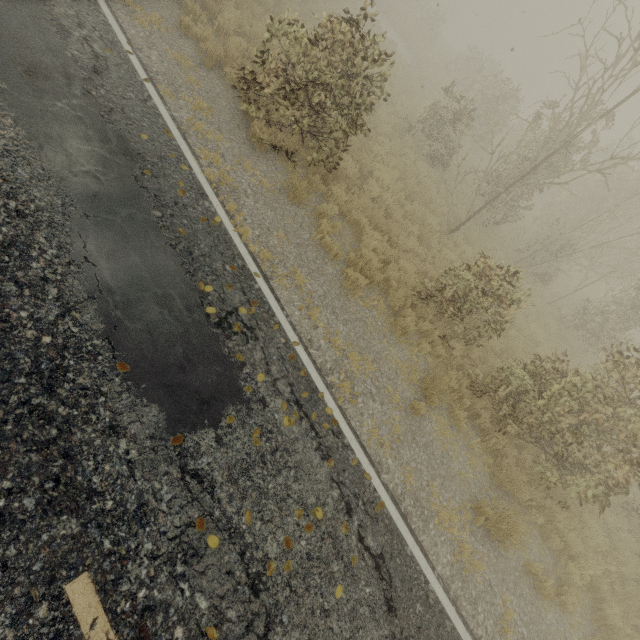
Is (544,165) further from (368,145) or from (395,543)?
(395,543)
